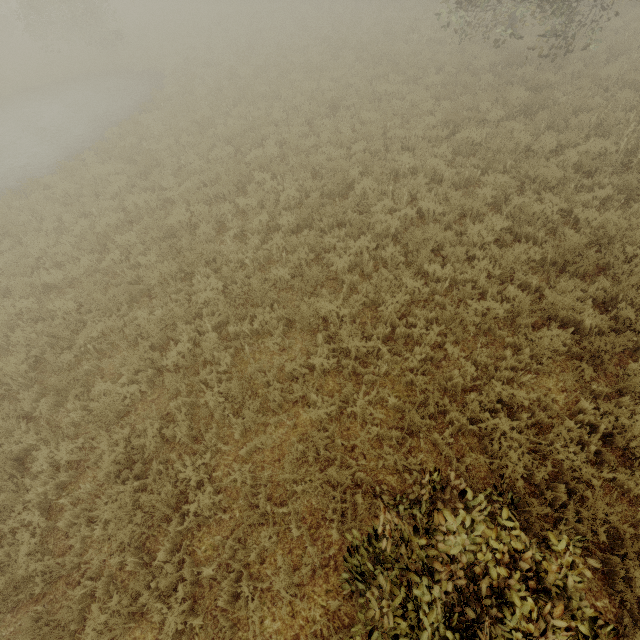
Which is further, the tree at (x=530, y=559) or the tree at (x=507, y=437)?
the tree at (x=507, y=437)

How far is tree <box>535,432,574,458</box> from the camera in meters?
4.1

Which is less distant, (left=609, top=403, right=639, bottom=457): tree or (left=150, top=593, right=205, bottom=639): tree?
(left=150, top=593, right=205, bottom=639): tree

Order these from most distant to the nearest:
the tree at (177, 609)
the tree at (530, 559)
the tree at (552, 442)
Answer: the tree at (552, 442) → the tree at (177, 609) → the tree at (530, 559)

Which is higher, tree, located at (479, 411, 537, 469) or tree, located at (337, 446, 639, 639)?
tree, located at (337, 446, 639, 639)

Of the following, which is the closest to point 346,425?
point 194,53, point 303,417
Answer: point 303,417

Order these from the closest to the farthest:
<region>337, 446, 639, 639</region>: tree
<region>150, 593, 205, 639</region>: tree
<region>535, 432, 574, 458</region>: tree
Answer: A:
1. <region>337, 446, 639, 639</region>: tree
2. <region>150, 593, 205, 639</region>: tree
3. <region>535, 432, 574, 458</region>: tree
